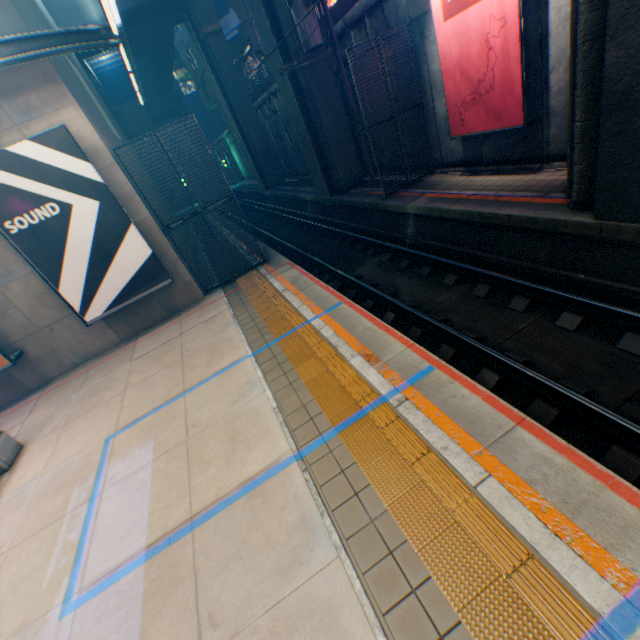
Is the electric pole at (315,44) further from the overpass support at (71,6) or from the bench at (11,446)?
the bench at (11,446)

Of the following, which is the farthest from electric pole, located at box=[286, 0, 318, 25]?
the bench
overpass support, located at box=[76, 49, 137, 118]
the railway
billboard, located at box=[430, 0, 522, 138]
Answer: overpass support, located at box=[76, 49, 137, 118]

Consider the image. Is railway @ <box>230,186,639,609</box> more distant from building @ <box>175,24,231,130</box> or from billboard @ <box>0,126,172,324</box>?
building @ <box>175,24,231,130</box>

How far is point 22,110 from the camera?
7.8m

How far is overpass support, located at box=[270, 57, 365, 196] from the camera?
13.99m

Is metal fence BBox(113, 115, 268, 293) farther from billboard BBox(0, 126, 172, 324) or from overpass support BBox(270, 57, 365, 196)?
billboard BBox(0, 126, 172, 324)

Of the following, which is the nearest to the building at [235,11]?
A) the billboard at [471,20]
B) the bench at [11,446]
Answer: the billboard at [471,20]

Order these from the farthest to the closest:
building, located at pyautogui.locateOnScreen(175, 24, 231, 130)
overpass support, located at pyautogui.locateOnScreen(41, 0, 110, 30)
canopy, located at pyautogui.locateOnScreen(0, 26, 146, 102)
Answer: building, located at pyautogui.locateOnScreen(175, 24, 231, 130)
overpass support, located at pyautogui.locateOnScreen(41, 0, 110, 30)
canopy, located at pyautogui.locateOnScreen(0, 26, 146, 102)
